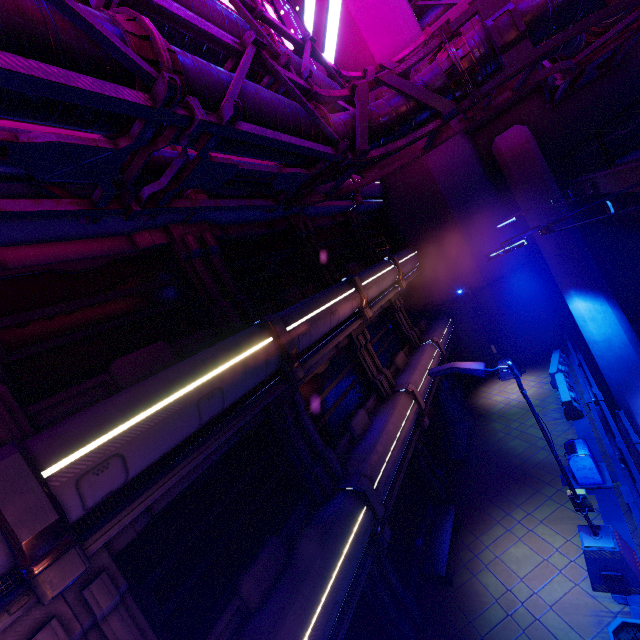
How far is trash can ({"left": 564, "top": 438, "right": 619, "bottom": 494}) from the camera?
9.78m

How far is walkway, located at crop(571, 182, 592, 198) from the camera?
12.6 meters

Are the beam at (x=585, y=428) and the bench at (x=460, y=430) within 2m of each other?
no

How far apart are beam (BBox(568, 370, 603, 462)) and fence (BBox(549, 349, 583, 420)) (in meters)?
0.02

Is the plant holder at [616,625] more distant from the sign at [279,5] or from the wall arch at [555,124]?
the sign at [279,5]

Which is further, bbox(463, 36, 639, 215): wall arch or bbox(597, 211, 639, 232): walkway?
bbox(463, 36, 639, 215): wall arch

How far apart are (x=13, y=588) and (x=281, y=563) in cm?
446

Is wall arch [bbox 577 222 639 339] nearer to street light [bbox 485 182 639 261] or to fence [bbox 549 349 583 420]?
fence [bbox 549 349 583 420]
